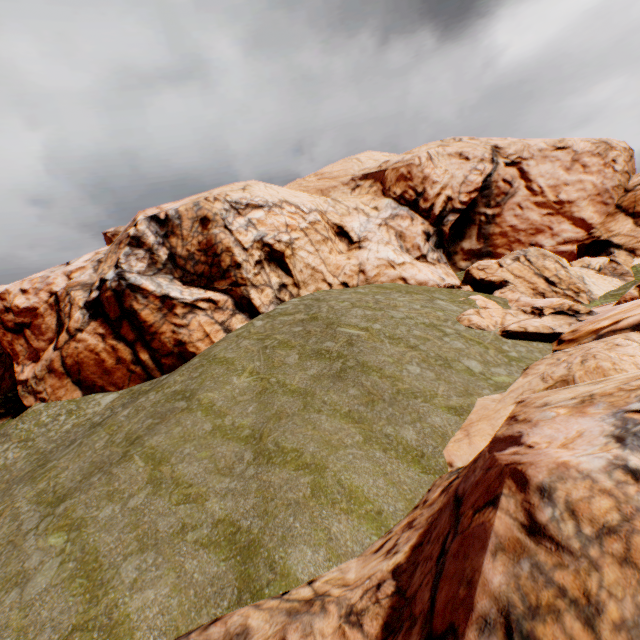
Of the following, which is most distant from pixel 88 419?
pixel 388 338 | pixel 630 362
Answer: pixel 630 362
